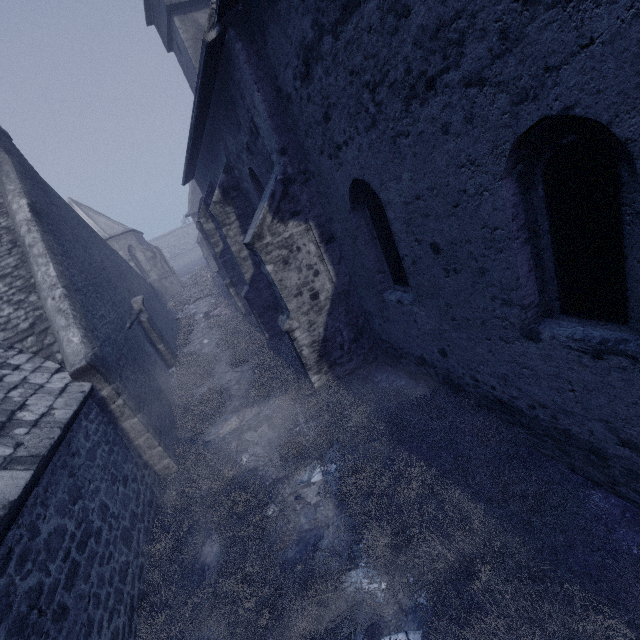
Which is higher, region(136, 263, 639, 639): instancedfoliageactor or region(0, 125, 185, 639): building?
region(0, 125, 185, 639): building

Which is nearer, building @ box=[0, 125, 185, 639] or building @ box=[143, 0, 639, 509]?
building @ box=[143, 0, 639, 509]

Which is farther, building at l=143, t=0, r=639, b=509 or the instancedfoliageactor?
the instancedfoliageactor

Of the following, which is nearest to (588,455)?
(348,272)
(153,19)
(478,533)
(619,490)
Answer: (619,490)

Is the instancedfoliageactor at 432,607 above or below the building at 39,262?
below
